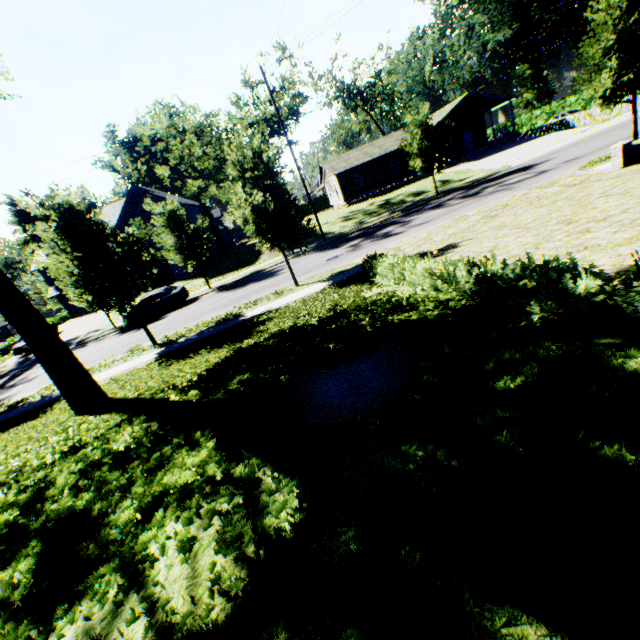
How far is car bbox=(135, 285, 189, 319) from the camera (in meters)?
22.64

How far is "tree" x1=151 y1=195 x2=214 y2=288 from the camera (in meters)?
22.30

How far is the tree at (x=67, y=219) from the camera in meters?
11.9

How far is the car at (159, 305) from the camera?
22.6m

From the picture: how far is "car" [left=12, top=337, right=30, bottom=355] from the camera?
29.6m

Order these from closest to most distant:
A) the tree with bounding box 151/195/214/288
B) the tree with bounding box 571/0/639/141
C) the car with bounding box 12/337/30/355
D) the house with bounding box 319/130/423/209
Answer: the tree with bounding box 571/0/639/141 < the tree with bounding box 151/195/214/288 < the car with bounding box 12/337/30/355 < the house with bounding box 319/130/423/209

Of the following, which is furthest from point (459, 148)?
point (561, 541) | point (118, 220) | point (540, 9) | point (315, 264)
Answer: point (561, 541)
